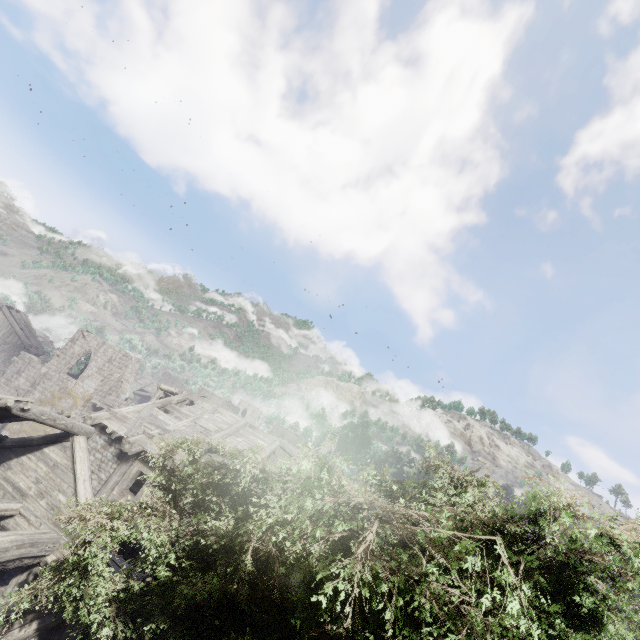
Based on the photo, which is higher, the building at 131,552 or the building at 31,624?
the building at 31,624

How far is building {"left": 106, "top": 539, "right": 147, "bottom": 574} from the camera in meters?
10.8 m

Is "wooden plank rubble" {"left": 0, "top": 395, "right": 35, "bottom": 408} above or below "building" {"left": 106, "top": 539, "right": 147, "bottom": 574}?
above

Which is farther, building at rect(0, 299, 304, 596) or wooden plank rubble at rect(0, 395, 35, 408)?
building at rect(0, 299, 304, 596)

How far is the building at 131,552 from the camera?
10.8 meters

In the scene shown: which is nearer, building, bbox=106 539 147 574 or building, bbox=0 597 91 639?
building, bbox=0 597 91 639

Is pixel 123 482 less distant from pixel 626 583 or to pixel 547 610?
pixel 547 610

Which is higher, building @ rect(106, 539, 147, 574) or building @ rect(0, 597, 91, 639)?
building @ rect(0, 597, 91, 639)
